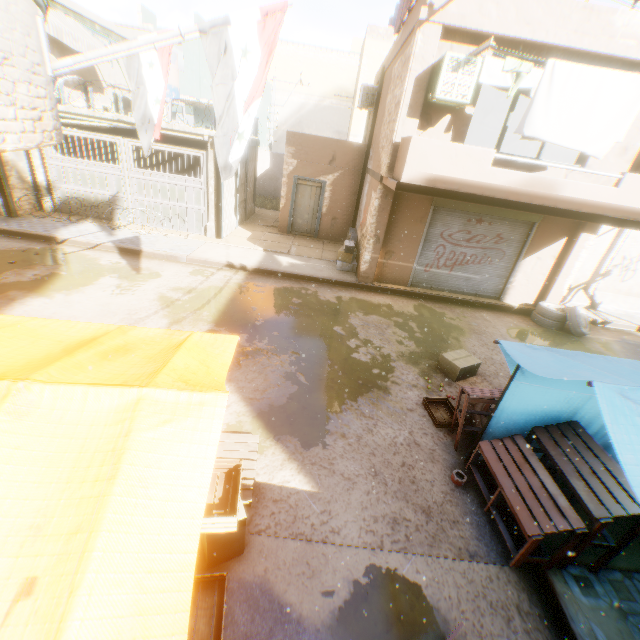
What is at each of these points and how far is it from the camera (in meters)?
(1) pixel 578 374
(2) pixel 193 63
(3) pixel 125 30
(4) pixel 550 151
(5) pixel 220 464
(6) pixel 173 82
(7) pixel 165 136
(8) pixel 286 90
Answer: (1) tent, 2.94
(2) building, 22.89
(3) building, 18.50
(4) building, 12.20
(5) wooden box, 3.49
(6) water tank, 13.98
(7) wooden beam, 11.20
(8) building, 33.59

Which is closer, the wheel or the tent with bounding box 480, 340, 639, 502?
the tent with bounding box 480, 340, 639, 502

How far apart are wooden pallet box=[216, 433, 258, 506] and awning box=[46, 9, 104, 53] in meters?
13.3

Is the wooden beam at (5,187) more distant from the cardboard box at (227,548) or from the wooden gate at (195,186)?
the cardboard box at (227,548)

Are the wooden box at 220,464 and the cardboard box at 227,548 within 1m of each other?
yes

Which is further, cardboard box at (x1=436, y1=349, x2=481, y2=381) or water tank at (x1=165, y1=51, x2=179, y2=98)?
water tank at (x1=165, y1=51, x2=179, y2=98)

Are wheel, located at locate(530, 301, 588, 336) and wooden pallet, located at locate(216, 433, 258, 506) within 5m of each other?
no

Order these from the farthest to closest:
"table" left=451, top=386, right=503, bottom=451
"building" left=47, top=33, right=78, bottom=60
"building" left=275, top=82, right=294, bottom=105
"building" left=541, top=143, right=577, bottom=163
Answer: "building" left=275, top=82, right=294, bottom=105, "building" left=47, top=33, right=78, bottom=60, "building" left=541, top=143, right=577, bottom=163, "table" left=451, top=386, right=503, bottom=451
